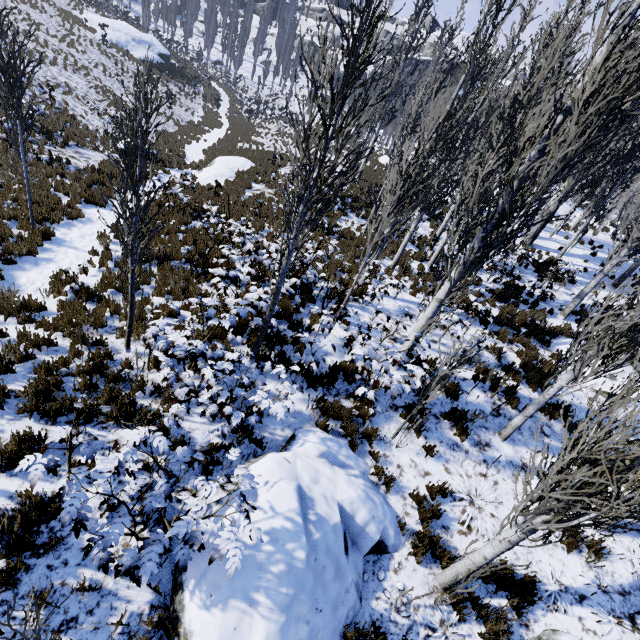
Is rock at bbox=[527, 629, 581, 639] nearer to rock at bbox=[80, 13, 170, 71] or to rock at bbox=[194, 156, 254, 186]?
rock at bbox=[194, 156, 254, 186]

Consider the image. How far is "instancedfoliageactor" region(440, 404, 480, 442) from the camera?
6.8m

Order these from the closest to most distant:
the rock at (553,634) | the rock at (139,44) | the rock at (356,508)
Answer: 1. the rock at (356,508)
2. the rock at (553,634)
3. the rock at (139,44)

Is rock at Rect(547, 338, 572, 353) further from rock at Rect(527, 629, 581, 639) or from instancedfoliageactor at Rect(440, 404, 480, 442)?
rock at Rect(527, 629, 581, 639)

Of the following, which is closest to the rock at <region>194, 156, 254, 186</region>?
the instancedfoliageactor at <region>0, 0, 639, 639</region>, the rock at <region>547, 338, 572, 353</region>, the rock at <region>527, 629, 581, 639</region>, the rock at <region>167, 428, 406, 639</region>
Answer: the instancedfoliageactor at <region>0, 0, 639, 639</region>

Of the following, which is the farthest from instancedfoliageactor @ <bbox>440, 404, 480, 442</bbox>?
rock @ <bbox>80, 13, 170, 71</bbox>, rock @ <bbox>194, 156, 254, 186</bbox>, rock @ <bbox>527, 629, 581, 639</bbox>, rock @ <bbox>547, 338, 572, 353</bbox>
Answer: rock @ <bbox>194, 156, 254, 186</bbox>

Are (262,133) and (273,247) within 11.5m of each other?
no

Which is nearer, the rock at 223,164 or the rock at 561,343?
the rock at 561,343
